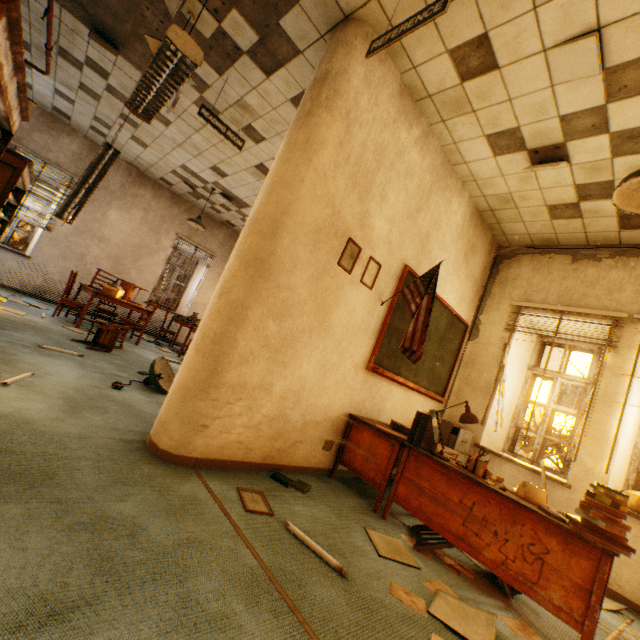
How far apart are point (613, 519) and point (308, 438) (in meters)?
2.27

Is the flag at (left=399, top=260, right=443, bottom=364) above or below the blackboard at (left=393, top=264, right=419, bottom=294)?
below

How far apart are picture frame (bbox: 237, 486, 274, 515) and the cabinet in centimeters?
278cm

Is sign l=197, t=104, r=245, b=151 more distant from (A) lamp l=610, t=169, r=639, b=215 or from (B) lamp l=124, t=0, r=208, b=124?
(A) lamp l=610, t=169, r=639, b=215

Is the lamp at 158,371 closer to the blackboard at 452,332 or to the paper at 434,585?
the blackboard at 452,332

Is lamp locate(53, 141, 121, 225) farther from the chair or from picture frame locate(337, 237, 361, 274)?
picture frame locate(337, 237, 361, 274)

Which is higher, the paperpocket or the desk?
the paperpocket

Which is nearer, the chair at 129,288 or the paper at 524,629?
the paper at 524,629
